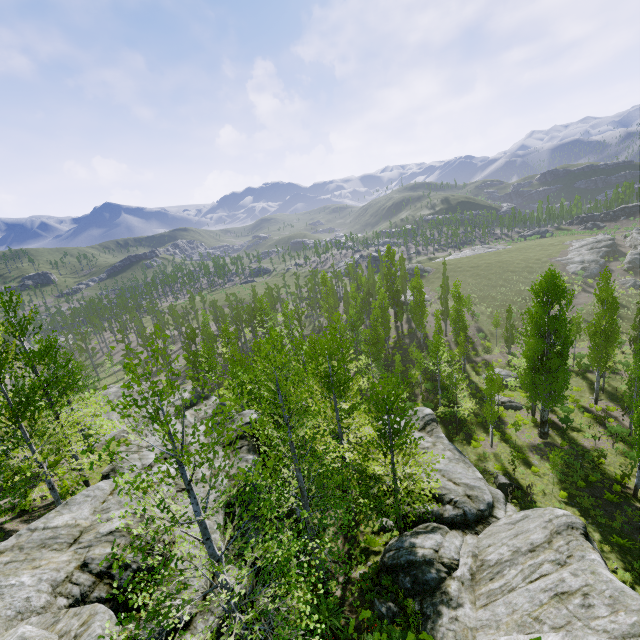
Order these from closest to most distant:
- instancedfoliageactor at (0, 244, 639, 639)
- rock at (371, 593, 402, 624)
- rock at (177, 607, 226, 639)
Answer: instancedfoliageactor at (0, 244, 639, 639) → rock at (177, 607, 226, 639) → rock at (371, 593, 402, 624)

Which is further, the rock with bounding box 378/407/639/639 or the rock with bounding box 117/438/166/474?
the rock with bounding box 117/438/166/474

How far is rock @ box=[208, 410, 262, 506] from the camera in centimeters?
1362cm

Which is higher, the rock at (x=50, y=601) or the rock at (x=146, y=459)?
the rock at (x=50, y=601)

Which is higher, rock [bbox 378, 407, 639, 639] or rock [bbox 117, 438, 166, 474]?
rock [bbox 117, 438, 166, 474]

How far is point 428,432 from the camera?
24.8m

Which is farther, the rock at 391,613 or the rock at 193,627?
the rock at 391,613
